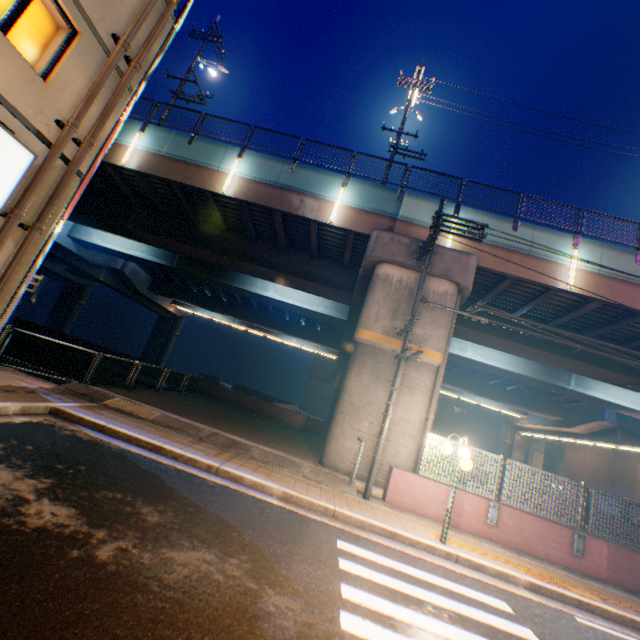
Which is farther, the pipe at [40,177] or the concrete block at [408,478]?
the concrete block at [408,478]

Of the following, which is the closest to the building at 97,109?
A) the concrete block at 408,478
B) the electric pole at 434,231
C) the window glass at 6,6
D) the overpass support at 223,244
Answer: the window glass at 6,6

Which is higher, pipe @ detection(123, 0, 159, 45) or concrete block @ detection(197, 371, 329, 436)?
pipe @ detection(123, 0, 159, 45)

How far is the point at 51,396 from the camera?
8.64m

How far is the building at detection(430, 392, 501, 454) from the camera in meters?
50.1

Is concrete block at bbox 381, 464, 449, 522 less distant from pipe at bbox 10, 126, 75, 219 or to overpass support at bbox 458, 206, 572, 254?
overpass support at bbox 458, 206, 572, 254

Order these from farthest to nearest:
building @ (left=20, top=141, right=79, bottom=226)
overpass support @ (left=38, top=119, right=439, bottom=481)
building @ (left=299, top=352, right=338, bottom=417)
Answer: building @ (left=299, top=352, right=338, bottom=417)
overpass support @ (left=38, top=119, right=439, bottom=481)
building @ (left=20, top=141, right=79, bottom=226)

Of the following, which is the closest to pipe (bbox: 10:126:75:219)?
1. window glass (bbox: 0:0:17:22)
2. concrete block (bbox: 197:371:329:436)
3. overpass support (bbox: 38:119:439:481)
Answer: window glass (bbox: 0:0:17:22)
